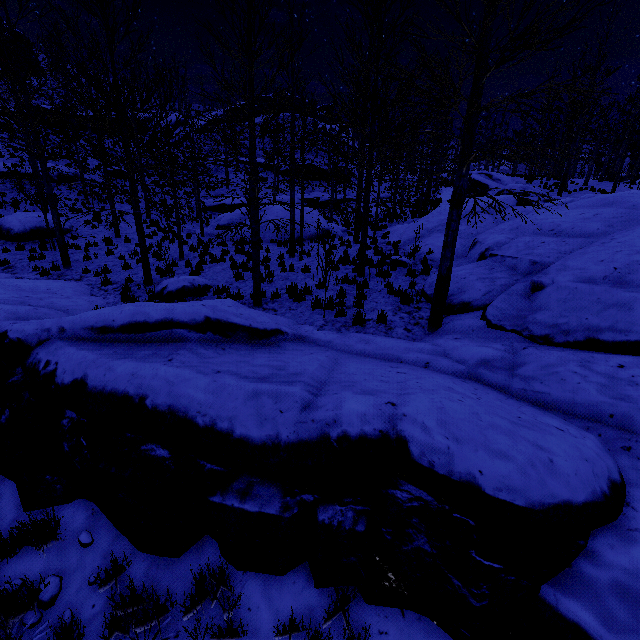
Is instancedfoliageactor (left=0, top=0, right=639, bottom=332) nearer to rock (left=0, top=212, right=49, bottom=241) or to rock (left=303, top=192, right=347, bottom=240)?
rock (left=303, top=192, right=347, bottom=240)

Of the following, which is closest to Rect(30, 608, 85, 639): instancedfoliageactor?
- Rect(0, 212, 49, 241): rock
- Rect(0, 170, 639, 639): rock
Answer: Rect(0, 170, 639, 639): rock

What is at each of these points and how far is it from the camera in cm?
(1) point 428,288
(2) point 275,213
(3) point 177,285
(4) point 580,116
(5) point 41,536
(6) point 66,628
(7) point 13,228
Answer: (1) rock, 894
(2) rock, 2166
(3) rock, 1023
(4) instancedfoliageactor, 2209
(5) instancedfoliageactor, 360
(6) instancedfoliageactor, 311
(7) rock, 1595

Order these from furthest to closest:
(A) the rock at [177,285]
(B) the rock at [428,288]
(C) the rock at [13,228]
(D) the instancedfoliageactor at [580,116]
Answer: (C) the rock at [13,228]
(A) the rock at [177,285]
(B) the rock at [428,288]
(D) the instancedfoliageactor at [580,116]

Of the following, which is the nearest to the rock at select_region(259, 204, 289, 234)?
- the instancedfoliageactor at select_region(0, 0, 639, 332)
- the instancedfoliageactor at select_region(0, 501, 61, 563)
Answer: the instancedfoliageactor at select_region(0, 501, 61, 563)

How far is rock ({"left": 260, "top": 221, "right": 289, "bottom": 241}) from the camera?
20.3 meters

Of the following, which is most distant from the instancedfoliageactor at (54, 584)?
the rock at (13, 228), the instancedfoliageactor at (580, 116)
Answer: the instancedfoliageactor at (580, 116)
